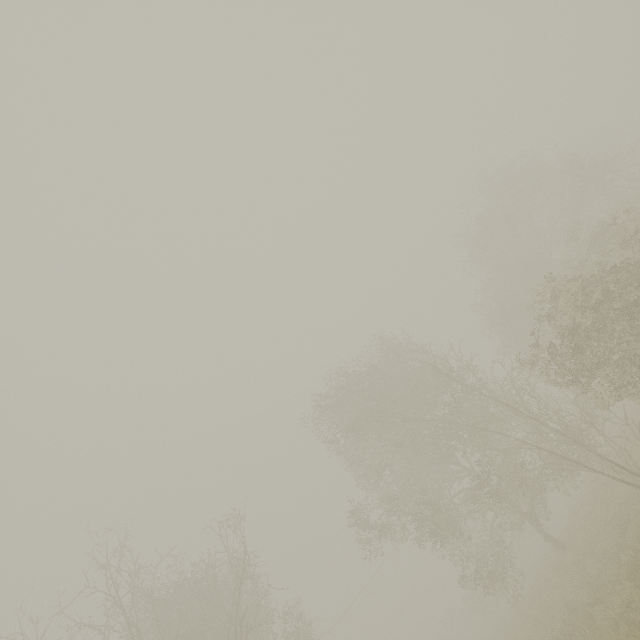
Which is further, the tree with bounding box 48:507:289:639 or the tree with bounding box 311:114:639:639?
the tree with bounding box 48:507:289:639

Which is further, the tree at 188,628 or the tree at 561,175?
the tree at 188,628

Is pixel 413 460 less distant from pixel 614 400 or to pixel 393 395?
pixel 393 395
